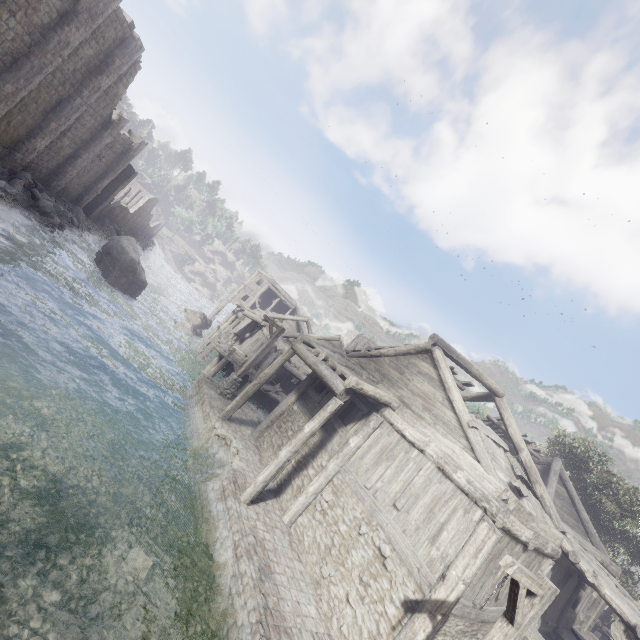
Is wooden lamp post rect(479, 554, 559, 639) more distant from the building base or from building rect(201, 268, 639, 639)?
building rect(201, 268, 639, 639)

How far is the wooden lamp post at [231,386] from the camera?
16.80m

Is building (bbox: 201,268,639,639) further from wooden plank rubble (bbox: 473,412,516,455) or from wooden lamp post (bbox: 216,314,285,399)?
wooden lamp post (bbox: 216,314,285,399)

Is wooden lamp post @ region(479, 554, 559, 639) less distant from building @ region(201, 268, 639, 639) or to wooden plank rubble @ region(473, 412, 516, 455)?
building @ region(201, 268, 639, 639)

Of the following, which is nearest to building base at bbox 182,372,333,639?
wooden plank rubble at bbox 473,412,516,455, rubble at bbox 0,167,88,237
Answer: wooden plank rubble at bbox 473,412,516,455

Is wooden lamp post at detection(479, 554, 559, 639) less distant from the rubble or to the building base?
the building base

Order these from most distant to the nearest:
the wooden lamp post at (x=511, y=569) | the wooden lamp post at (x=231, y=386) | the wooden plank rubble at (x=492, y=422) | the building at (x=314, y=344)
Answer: the wooden lamp post at (x=231, y=386) < the wooden plank rubble at (x=492, y=422) < the building at (x=314, y=344) < the wooden lamp post at (x=511, y=569)

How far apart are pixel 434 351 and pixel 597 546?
14.59m
